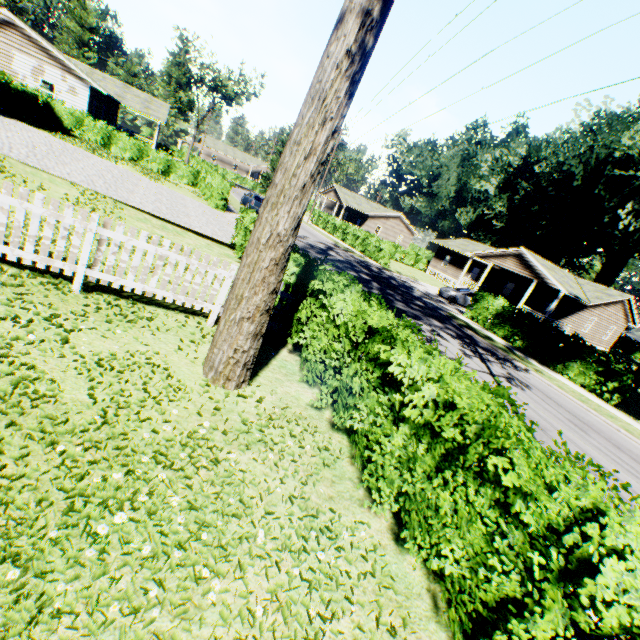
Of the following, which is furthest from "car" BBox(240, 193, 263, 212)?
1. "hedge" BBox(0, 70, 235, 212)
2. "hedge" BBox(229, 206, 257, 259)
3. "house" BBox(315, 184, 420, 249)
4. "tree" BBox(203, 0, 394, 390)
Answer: "tree" BBox(203, 0, 394, 390)

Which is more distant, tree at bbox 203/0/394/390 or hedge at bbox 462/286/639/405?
hedge at bbox 462/286/639/405

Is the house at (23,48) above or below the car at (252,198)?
above

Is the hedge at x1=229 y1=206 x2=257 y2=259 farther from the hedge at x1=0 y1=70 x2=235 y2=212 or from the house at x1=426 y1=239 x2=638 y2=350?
the hedge at x1=0 y1=70 x2=235 y2=212

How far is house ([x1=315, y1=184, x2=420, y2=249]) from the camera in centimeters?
5159cm

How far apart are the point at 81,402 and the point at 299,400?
3.3 meters

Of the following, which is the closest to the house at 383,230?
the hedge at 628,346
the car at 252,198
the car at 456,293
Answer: the car at 252,198

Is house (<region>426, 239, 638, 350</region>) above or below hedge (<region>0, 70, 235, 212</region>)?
above
